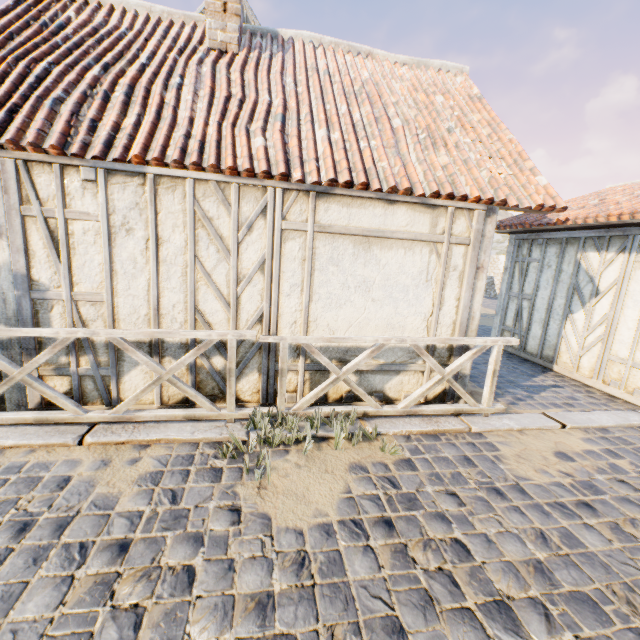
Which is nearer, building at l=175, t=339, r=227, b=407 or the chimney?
building at l=175, t=339, r=227, b=407

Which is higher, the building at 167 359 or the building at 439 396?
the building at 167 359

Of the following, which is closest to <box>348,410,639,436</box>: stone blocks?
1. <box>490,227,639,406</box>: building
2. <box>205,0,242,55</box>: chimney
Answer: <box>490,227,639,406</box>: building

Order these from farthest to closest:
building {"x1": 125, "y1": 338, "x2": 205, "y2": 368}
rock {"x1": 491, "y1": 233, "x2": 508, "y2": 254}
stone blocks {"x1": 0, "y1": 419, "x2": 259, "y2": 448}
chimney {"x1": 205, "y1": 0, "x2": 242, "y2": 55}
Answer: rock {"x1": 491, "y1": 233, "x2": 508, "y2": 254}
chimney {"x1": 205, "y1": 0, "x2": 242, "y2": 55}
building {"x1": 125, "y1": 338, "x2": 205, "y2": 368}
stone blocks {"x1": 0, "y1": 419, "x2": 259, "y2": 448}

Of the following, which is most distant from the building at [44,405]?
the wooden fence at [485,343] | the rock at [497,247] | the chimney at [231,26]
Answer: the rock at [497,247]

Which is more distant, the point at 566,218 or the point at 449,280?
the point at 566,218

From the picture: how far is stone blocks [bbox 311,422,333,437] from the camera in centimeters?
380cm

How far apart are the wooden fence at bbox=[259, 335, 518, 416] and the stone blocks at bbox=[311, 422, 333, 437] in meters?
0.0
